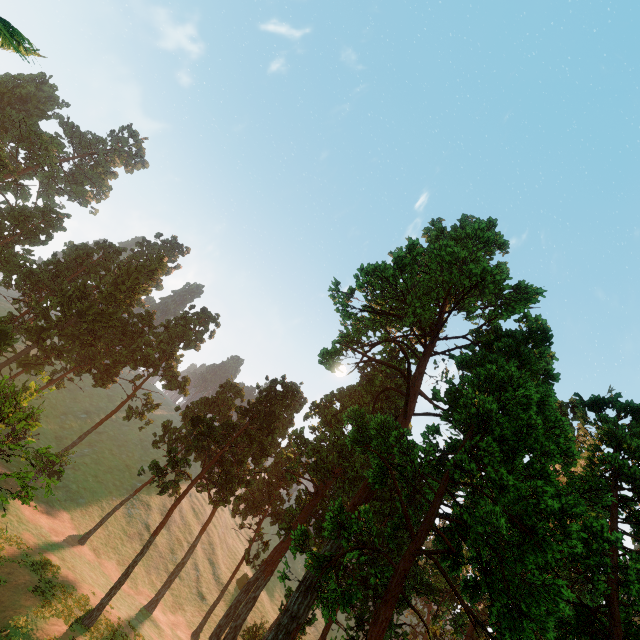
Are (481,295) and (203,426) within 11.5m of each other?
no

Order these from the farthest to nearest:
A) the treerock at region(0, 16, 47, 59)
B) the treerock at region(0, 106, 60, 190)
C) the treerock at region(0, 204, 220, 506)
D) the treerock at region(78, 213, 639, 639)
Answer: the treerock at region(0, 106, 60, 190)
the treerock at region(0, 204, 220, 506)
the treerock at region(78, 213, 639, 639)
the treerock at region(0, 16, 47, 59)

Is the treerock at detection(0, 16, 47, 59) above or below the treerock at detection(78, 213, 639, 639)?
below

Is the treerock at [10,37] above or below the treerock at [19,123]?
below

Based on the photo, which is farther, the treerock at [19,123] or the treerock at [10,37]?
the treerock at [19,123]

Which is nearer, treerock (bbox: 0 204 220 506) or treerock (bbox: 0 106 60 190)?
treerock (bbox: 0 204 220 506)
